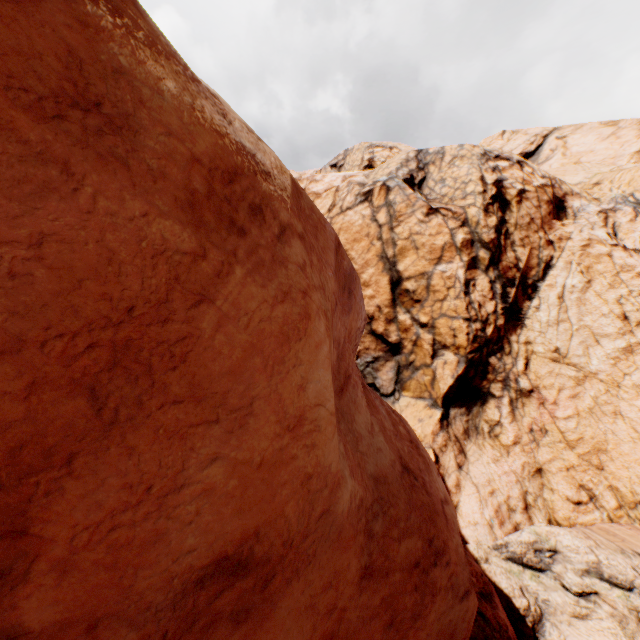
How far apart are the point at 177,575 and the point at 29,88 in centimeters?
237cm
